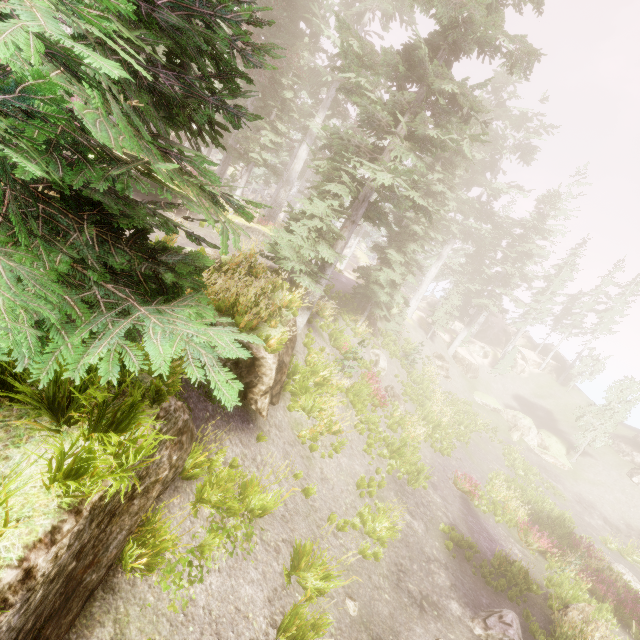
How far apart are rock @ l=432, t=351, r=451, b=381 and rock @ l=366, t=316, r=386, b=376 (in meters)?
12.19

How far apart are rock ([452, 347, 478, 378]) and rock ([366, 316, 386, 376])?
18.3m

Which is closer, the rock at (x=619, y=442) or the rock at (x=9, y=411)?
the rock at (x=9, y=411)

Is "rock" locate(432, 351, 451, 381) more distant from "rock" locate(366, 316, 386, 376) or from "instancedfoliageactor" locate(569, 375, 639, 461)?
"rock" locate(366, 316, 386, 376)

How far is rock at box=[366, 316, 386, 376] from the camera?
22.2 meters

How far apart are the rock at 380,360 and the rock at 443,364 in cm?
1219

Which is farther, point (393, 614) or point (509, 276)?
point (509, 276)

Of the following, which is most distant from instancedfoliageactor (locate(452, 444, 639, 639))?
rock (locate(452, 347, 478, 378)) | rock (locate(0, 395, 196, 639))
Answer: rock (locate(452, 347, 478, 378))
